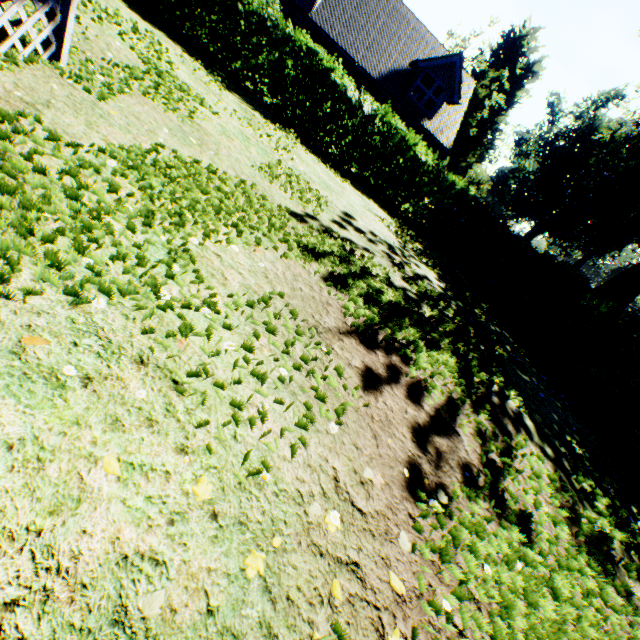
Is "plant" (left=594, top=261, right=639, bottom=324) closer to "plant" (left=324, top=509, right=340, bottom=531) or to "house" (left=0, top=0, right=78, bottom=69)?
"house" (left=0, top=0, right=78, bottom=69)

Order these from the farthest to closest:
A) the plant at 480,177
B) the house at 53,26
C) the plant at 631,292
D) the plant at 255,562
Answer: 1. the plant at 480,177
2. the plant at 631,292
3. the house at 53,26
4. the plant at 255,562

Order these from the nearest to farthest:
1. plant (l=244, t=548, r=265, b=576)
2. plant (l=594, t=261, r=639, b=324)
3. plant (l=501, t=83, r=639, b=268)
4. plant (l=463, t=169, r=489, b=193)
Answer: plant (l=244, t=548, r=265, b=576)
plant (l=594, t=261, r=639, b=324)
plant (l=463, t=169, r=489, b=193)
plant (l=501, t=83, r=639, b=268)

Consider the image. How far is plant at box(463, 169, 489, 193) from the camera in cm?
2741

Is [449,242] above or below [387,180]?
below

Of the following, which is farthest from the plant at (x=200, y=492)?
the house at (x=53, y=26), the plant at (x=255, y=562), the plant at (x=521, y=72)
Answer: the plant at (x=521, y=72)

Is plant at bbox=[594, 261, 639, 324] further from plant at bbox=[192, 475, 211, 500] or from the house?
plant at bbox=[192, 475, 211, 500]

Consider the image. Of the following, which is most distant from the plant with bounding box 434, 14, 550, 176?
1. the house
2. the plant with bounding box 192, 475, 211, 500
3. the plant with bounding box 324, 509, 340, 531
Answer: the plant with bounding box 192, 475, 211, 500
